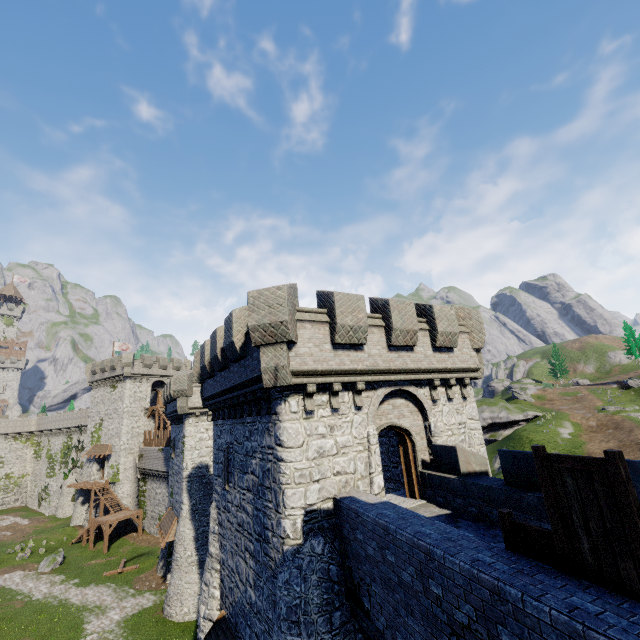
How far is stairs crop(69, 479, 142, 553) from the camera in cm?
3611

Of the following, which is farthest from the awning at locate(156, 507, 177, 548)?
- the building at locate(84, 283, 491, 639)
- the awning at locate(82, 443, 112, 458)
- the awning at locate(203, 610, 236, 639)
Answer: the awning at locate(82, 443, 112, 458)

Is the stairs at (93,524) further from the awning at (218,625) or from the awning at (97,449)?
the awning at (218,625)

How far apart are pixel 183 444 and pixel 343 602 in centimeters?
2116cm

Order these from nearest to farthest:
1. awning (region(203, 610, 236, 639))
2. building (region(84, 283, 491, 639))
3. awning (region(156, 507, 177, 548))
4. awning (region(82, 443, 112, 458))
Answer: building (region(84, 283, 491, 639))
awning (region(203, 610, 236, 639))
awning (region(156, 507, 177, 548))
awning (region(82, 443, 112, 458))

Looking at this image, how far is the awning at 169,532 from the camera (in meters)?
25.09

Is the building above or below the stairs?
above

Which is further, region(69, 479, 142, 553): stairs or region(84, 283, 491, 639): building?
region(69, 479, 142, 553): stairs
